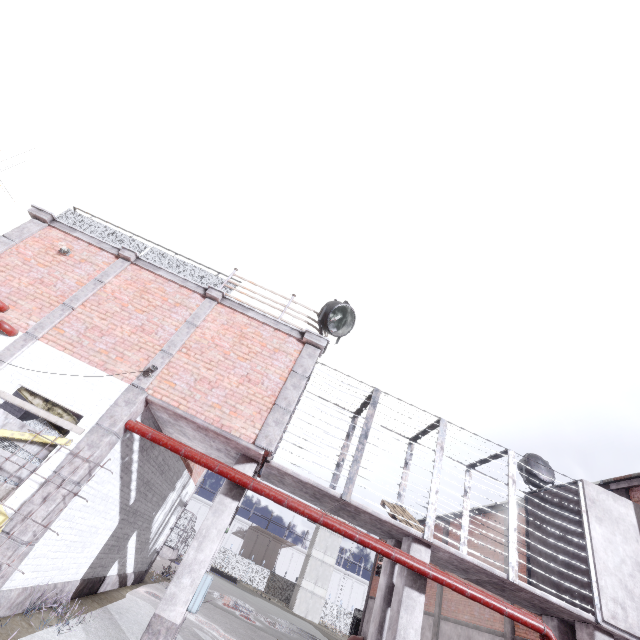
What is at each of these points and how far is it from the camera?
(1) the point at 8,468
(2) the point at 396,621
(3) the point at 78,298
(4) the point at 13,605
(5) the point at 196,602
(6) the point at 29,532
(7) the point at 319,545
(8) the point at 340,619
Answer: (1) wood board, 6.07m
(2) column, 6.44m
(3) trim, 8.16m
(4) foundation, 5.83m
(5) fuse box, 5.98m
(6) trim, 5.41m
(7) building, 50.91m
(8) fence, 50.84m

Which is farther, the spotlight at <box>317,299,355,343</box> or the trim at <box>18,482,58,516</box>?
the spotlight at <box>317,299,355,343</box>

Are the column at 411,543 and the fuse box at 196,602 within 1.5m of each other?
no

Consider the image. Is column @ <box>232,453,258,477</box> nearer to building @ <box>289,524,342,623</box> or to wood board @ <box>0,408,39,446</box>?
wood board @ <box>0,408,39,446</box>

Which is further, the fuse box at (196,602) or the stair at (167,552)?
the stair at (167,552)

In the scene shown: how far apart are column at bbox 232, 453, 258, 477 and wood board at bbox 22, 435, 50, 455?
2.99m

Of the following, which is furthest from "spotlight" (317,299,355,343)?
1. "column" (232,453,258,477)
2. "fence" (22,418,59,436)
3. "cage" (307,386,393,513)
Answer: "fence" (22,418,59,436)

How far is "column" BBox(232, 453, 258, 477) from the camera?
7.4m
